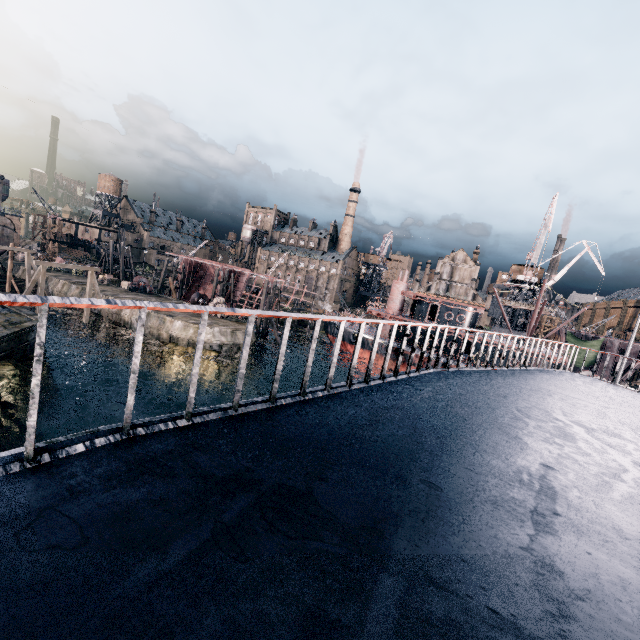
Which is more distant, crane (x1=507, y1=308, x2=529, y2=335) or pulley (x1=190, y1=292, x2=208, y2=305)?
crane (x1=507, y1=308, x2=529, y2=335)

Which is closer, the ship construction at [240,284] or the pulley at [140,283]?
the pulley at [140,283]

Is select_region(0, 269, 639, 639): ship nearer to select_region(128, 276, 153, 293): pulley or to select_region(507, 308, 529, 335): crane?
select_region(507, 308, 529, 335): crane

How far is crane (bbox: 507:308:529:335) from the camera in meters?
54.6

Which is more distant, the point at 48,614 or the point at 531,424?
the point at 531,424

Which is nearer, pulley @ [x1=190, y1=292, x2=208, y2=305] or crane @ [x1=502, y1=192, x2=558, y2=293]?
pulley @ [x1=190, y1=292, x2=208, y2=305]

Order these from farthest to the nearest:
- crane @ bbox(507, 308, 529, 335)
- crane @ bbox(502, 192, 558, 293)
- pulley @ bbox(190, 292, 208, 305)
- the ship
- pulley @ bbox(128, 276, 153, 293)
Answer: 1. crane @ bbox(507, 308, 529, 335)
2. pulley @ bbox(128, 276, 153, 293)
3. crane @ bbox(502, 192, 558, 293)
4. pulley @ bbox(190, 292, 208, 305)
5. the ship

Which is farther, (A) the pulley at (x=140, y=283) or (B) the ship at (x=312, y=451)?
(A) the pulley at (x=140, y=283)
